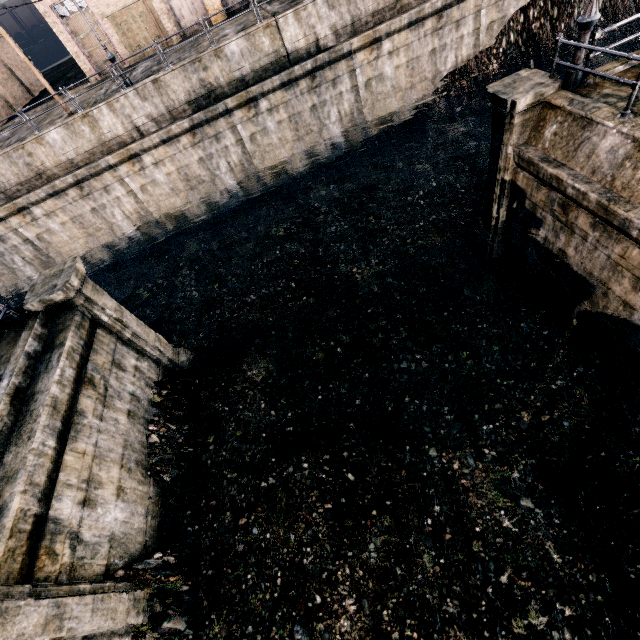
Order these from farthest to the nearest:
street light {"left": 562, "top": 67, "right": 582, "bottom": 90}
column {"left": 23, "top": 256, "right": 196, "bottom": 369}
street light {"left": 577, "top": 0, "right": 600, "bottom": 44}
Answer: column {"left": 23, "top": 256, "right": 196, "bottom": 369} < street light {"left": 562, "top": 67, "right": 582, "bottom": 90} < street light {"left": 577, "top": 0, "right": 600, "bottom": 44}

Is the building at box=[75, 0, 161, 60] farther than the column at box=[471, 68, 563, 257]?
Yes

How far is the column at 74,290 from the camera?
9.96m

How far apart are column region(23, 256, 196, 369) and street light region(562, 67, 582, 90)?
15.7m

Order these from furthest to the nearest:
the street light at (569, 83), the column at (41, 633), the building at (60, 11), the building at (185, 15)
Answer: the building at (185, 15), the building at (60, 11), the street light at (569, 83), the column at (41, 633)

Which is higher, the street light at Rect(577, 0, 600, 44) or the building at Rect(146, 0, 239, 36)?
the building at Rect(146, 0, 239, 36)

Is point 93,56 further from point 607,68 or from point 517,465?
point 517,465

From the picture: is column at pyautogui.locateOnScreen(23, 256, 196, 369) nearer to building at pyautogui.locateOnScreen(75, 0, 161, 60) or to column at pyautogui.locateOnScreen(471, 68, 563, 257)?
column at pyautogui.locateOnScreen(471, 68, 563, 257)
